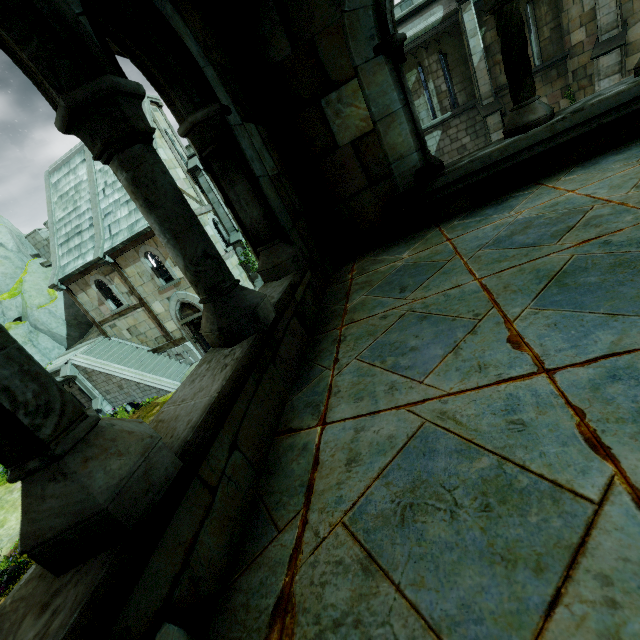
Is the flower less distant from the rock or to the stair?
the stair

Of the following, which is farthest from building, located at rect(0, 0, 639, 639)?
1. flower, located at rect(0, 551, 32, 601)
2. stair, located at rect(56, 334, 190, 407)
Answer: stair, located at rect(56, 334, 190, 407)

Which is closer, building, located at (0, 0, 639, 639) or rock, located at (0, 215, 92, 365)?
building, located at (0, 0, 639, 639)

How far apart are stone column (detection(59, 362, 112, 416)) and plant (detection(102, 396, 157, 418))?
1.6 meters

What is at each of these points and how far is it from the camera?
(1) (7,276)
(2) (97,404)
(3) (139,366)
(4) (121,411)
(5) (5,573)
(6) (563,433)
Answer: (1) rock, 21.80m
(2) stone column, 17.88m
(3) stair, 18.27m
(4) plant, 17.45m
(5) flower, 9.91m
(6) building, 0.90m

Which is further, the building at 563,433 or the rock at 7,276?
the rock at 7,276

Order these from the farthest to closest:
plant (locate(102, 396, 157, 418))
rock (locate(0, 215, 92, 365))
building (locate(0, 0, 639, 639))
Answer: rock (locate(0, 215, 92, 365)) → plant (locate(102, 396, 157, 418)) → building (locate(0, 0, 639, 639))

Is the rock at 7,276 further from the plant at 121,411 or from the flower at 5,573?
the flower at 5,573
